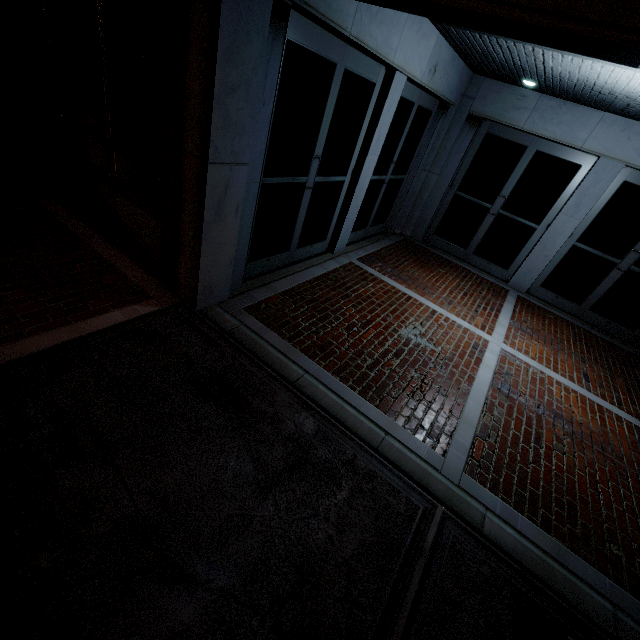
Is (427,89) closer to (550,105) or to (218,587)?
A: (550,105)
